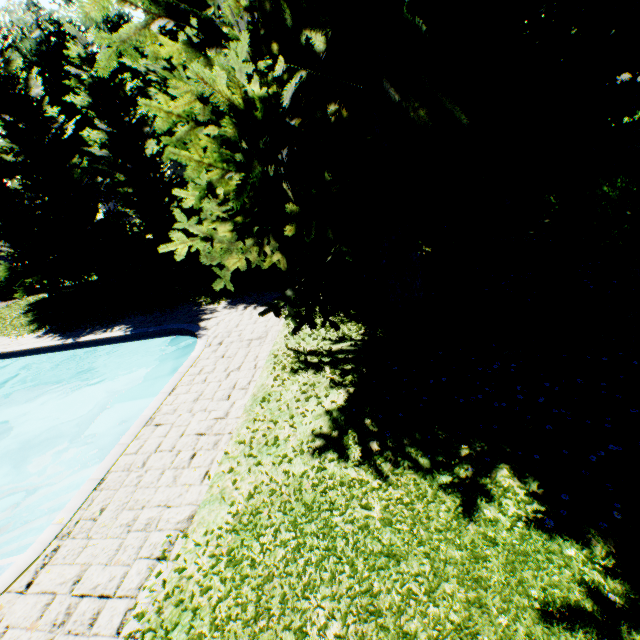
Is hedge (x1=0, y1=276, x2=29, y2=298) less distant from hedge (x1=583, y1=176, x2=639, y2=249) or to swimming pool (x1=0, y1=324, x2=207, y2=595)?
swimming pool (x1=0, y1=324, x2=207, y2=595)

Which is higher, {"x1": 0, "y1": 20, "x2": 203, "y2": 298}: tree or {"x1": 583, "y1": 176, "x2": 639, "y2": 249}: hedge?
{"x1": 0, "y1": 20, "x2": 203, "y2": 298}: tree

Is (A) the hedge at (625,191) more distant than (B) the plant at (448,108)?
Yes

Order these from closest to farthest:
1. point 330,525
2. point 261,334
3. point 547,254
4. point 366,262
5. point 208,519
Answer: point 330,525
point 208,519
point 547,254
point 366,262
point 261,334

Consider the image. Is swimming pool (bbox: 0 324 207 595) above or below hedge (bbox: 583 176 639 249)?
below

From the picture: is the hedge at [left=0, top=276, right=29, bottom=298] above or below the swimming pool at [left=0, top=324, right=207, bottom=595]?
above

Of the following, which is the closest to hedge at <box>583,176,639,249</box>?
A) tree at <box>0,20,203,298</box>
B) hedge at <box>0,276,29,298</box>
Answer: tree at <box>0,20,203,298</box>

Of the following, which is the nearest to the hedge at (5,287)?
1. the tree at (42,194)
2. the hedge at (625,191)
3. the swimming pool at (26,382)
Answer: the tree at (42,194)
